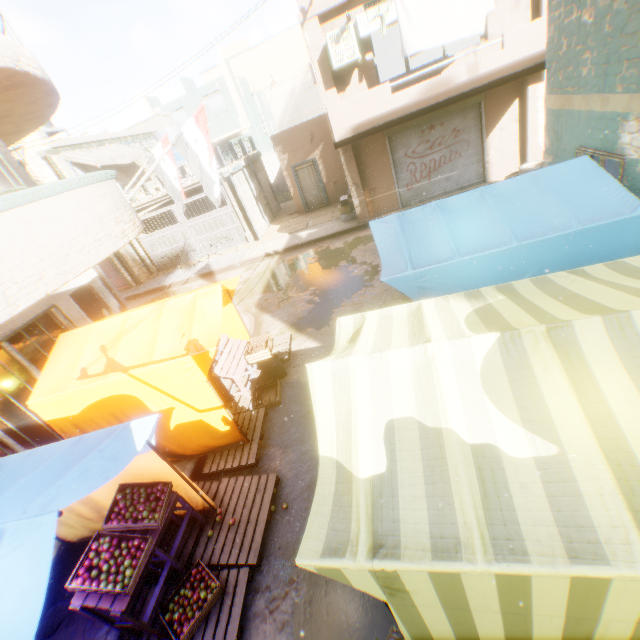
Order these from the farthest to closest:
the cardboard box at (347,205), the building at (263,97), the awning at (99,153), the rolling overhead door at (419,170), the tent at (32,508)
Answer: the building at (263,97) → the awning at (99,153) → the cardboard box at (347,205) → the rolling overhead door at (419,170) → the tent at (32,508)

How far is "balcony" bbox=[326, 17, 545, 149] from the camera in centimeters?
832cm

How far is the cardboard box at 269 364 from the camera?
6.85m

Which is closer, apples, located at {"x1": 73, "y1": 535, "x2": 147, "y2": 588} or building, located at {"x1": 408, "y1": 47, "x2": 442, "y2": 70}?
apples, located at {"x1": 73, "y1": 535, "x2": 147, "y2": 588}

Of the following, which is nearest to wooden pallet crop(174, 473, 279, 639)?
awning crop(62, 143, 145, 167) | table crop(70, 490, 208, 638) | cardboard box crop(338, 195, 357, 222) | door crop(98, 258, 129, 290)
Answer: table crop(70, 490, 208, 638)

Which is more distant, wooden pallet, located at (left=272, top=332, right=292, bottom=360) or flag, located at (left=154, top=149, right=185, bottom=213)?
flag, located at (left=154, top=149, right=185, bottom=213)

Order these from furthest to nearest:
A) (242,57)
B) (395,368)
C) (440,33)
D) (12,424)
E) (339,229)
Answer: (242,57) < (339,229) < (440,33) < (12,424) < (395,368)

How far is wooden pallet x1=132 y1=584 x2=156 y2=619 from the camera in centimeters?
405cm
